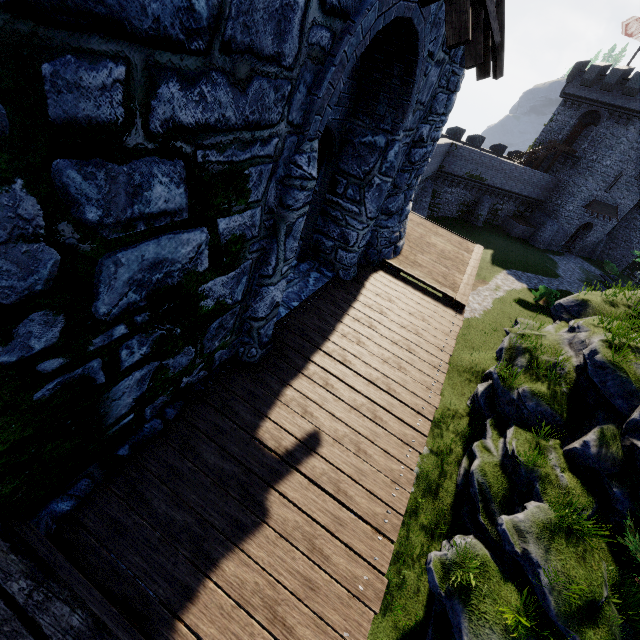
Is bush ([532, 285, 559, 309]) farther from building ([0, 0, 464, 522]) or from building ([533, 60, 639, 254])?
building ([0, 0, 464, 522])

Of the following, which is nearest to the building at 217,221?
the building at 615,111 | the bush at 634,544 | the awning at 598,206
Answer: the bush at 634,544

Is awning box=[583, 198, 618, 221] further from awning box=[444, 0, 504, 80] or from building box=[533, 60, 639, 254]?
awning box=[444, 0, 504, 80]

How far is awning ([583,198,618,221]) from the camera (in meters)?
36.09

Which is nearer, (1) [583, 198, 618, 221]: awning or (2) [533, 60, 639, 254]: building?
(2) [533, 60, 639, 254]: building

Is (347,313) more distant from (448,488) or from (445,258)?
(448,488)

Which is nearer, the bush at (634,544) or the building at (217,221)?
the building at (217,221)

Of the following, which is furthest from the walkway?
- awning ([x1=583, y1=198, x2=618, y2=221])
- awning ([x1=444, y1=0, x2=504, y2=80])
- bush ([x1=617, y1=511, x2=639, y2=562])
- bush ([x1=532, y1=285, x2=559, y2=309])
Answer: awning ([x1=583, y1=198, x2=618, y2=221])
